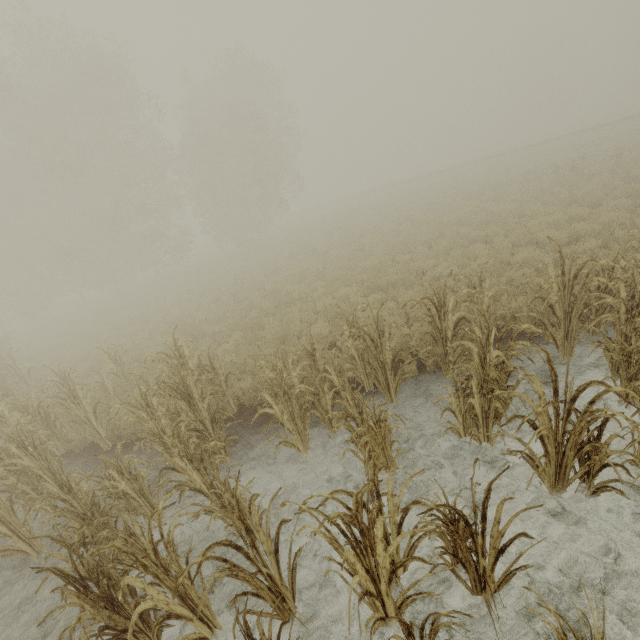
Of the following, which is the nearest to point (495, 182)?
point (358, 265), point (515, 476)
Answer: point (358, 265)
